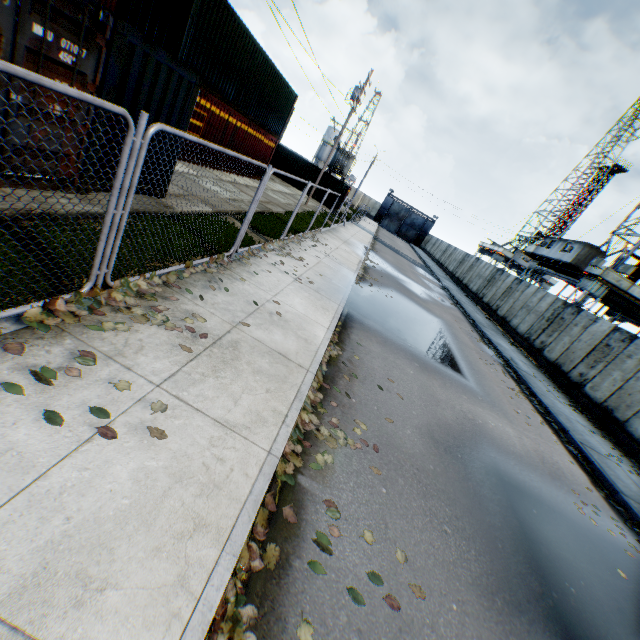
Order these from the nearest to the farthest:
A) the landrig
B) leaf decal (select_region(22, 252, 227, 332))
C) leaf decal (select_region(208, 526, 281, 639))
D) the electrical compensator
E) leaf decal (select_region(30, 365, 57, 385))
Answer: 1. leaf decal (select_region(208, 526, 281, 639))
2. leaf decal (select_region(30, 365, 57, 385))
3. leaf decal (select_region(22, 252, 227, 332))
4. the electrical compensator
5. the landrig

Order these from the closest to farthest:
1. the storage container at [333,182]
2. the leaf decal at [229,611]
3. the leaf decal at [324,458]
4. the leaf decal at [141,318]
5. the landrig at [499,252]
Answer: the leaf decal at [229,611]
the leaf decal at [141,318]
the leaf decal at [324,458]
the storage container at [333,182]
the landrig at [499,252]

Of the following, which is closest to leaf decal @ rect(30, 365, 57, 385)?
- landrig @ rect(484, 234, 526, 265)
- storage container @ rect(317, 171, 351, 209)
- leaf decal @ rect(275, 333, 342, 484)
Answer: leaf decal @ rect(275, 333, 342, 484)

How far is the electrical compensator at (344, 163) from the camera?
41.00m

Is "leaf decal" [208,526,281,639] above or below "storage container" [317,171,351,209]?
below

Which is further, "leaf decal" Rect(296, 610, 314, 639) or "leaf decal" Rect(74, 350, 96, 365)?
"leaf decal" Rect(74, 350, 96, 365)

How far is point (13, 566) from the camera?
1.8 meters

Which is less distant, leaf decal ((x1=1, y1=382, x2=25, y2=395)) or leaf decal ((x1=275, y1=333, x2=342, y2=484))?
leaf decal ((x1=1, y1=382, x2=25, y2=395))
